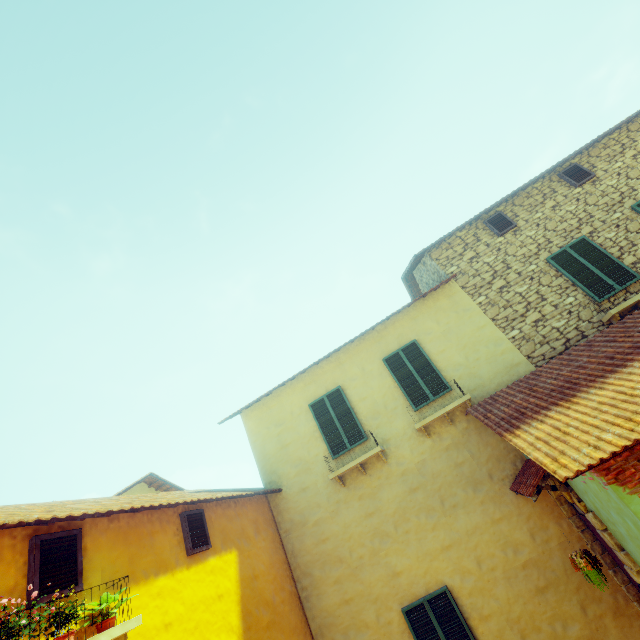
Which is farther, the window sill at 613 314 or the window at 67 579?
the window sill at 613 314

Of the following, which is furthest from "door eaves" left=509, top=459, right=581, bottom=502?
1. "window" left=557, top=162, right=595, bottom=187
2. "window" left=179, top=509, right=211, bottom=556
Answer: "window" left=557, top=162, right=595, bottom=187

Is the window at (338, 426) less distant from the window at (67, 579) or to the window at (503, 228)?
the window at (67, 579)

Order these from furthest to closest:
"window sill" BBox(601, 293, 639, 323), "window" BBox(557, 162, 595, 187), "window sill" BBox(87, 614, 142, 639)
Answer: "window" BBox(557, 162, 595, 187), "window sill" BBox(601, 293, 639, 323), "window sill" BBox(87, 614, 142, 639)

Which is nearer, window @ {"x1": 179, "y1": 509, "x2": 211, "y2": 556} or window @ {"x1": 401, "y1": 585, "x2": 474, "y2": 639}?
window @ {"x1": 179, "y1": 509, "x2": 211, "y2": 556}

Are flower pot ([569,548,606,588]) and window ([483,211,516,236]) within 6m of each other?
no

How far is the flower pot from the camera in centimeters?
466cm

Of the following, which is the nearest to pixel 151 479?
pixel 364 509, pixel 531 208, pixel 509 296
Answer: pixel 364 509
